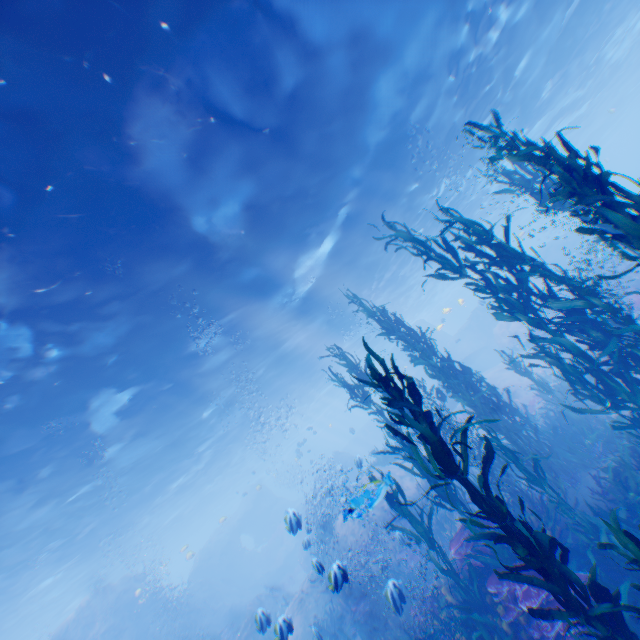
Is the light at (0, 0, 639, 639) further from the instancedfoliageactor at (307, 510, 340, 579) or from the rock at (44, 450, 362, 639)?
the instancedfoliageactor at (307, 510, 340, 579)

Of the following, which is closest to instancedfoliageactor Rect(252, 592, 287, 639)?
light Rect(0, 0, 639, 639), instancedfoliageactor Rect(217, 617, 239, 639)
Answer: light Rect(0, 0, 639, 639)

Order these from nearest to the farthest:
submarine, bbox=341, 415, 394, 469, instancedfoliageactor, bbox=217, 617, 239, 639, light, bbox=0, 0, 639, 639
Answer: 1. light, bbox=0, 0, 639, 639
2. instancedfoliageactor, bbox=217, 617, 239, 639
3. submarine, bbox=341, 415, 394, 469

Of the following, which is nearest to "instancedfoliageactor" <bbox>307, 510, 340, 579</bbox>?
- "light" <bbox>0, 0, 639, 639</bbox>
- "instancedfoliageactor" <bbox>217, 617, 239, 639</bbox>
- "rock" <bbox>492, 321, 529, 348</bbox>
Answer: "rock" <bbox>492, 321, 529, 348</bbox>

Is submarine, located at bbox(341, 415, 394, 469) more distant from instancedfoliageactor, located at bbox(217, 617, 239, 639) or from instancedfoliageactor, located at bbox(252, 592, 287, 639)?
instancedfoliageactor, located at bbox(217, 617, 239, 639)

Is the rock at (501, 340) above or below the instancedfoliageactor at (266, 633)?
above

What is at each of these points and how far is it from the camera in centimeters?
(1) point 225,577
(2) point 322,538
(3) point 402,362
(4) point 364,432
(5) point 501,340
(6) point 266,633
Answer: (1) rock, 3034cm
(2) instancedfoliageactor, 1800cm
(3) submarine, 4422cm
(4) submarine, 4600cm
(5) rock, 2934cm
(6) instancedfoliageactor, 1914cm

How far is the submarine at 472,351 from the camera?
34.7m
